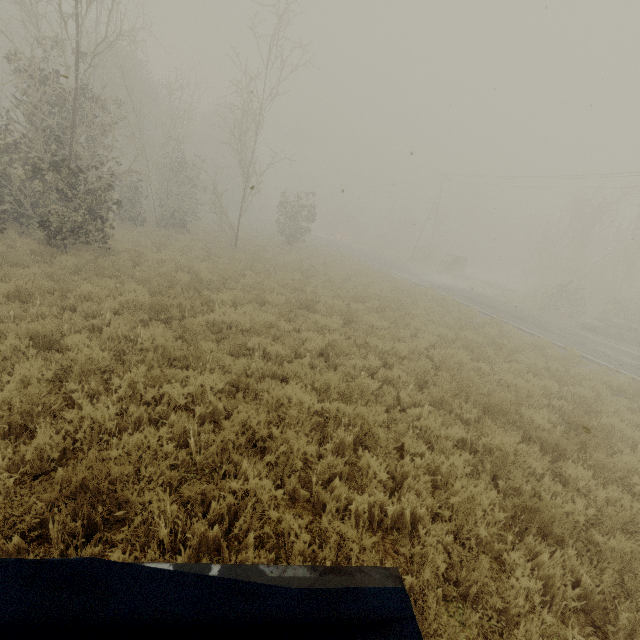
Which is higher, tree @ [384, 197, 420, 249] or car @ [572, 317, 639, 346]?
tree @ [384, 197, 420, 249]

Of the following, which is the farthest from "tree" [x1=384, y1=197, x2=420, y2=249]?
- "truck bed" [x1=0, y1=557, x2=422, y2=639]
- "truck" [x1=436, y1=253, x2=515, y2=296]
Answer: "truck bed" [x1=0, y1=557, x2=422, y2=639]

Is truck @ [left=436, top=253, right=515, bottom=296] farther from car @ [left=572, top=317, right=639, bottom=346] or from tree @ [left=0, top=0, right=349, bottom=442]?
tree @ [left=0, top=0, right=349, bottom=442]

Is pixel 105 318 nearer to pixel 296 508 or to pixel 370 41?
pixel 296 508

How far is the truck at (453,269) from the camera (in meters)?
30.77

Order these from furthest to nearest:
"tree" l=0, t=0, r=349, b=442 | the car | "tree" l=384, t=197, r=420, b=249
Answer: "tree" l=384, t=197, r=420, b=249
the car
"tree" l=0, t=0, r=349, b=442

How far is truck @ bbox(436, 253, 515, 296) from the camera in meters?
30.8 m

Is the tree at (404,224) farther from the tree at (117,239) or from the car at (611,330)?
the car at (611,330)
